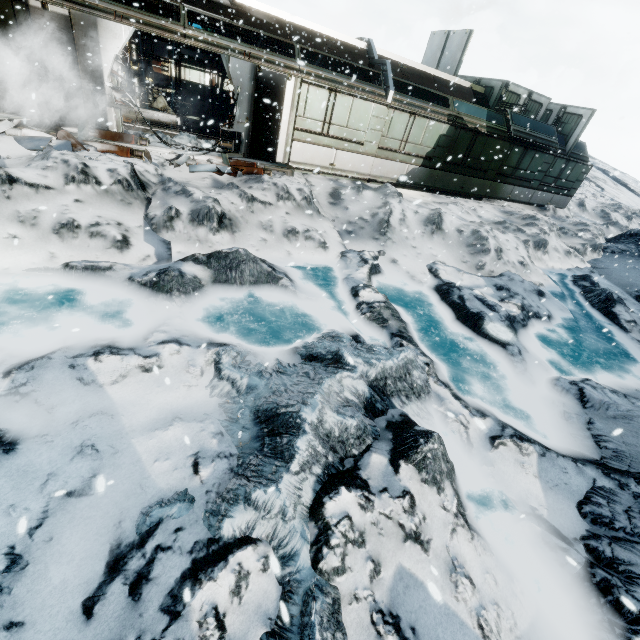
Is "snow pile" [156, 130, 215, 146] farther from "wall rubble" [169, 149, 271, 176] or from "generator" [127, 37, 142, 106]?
"generator" [127, 37, 142, 106]

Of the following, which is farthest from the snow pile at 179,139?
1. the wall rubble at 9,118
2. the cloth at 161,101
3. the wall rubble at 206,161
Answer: the cloth at 161,101

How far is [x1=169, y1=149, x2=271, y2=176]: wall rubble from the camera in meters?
9.5

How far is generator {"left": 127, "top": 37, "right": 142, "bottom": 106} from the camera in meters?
13.6 m

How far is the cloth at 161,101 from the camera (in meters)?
15.46

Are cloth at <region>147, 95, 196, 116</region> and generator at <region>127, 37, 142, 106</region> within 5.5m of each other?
yes

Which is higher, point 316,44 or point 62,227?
point 316,44

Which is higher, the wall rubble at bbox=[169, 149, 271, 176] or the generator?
the generator
